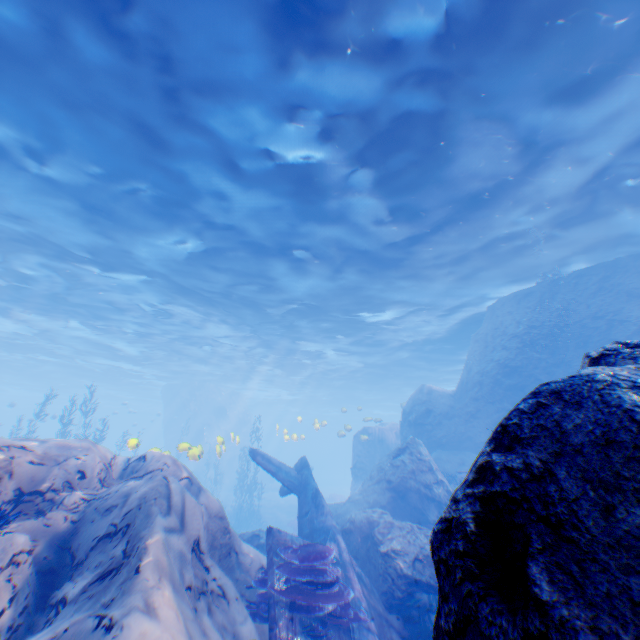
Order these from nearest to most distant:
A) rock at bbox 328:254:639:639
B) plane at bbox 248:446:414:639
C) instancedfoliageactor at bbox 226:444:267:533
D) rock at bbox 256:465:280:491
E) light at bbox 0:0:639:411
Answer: rock at bbox 328:254:639:639, plane at bbox 248:446:414:639, light at bbox 0:0:639:411, instancedfoliageactor at bbox 226:444:267:533, rock at bbox 256:465:280:491

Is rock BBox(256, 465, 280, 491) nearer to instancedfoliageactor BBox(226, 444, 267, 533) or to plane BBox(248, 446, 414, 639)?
plane BBox(248, 446, 414, 639)

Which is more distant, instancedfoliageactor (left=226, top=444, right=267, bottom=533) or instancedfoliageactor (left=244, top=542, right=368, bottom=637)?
instancedfoliageactor (left=226, top=444, right=267, bottom=533)

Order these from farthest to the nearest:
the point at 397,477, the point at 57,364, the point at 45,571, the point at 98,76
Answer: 1. the point at 57,364
2. the point at 397,477
3. the point at 98,76
4. the point at 45,571

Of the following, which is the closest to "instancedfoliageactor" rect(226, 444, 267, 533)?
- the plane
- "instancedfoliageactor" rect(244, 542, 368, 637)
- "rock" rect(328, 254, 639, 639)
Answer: "rock" rect(328, 254, 639, 639)

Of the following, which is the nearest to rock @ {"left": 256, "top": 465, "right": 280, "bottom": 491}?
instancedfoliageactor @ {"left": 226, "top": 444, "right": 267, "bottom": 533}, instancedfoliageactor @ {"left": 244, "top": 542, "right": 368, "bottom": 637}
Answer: instancedfoliageactor @ {"left": 244, "top": 542, "right": 368, "bottom": 637}

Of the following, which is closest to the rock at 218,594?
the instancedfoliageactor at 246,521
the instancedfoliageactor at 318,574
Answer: the instancedfoliageactor at 318,574

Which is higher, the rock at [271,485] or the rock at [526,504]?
the rock at [526,504]
